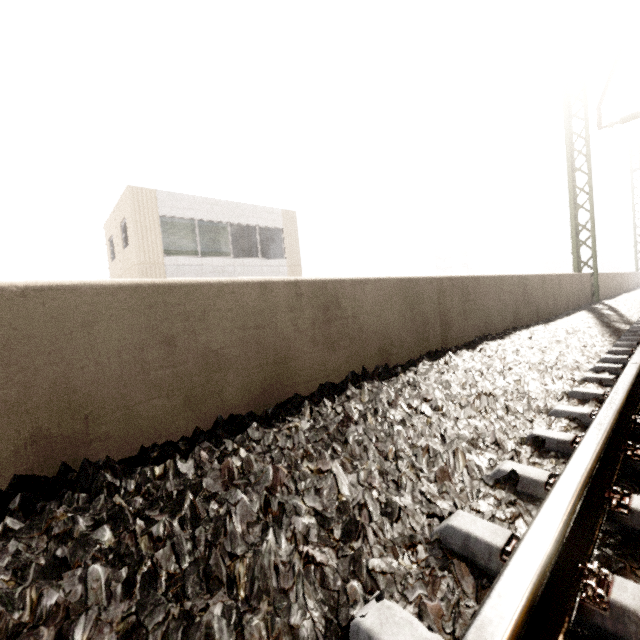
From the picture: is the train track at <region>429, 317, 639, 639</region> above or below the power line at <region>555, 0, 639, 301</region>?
below

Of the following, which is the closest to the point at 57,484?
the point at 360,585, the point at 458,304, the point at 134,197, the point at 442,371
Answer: the point at 360,585

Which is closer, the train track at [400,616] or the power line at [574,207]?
the train track at [400,616]

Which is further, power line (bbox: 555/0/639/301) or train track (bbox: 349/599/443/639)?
power line (bbox: 555/0/639/301)

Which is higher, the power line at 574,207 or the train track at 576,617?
the power line at 574,207
